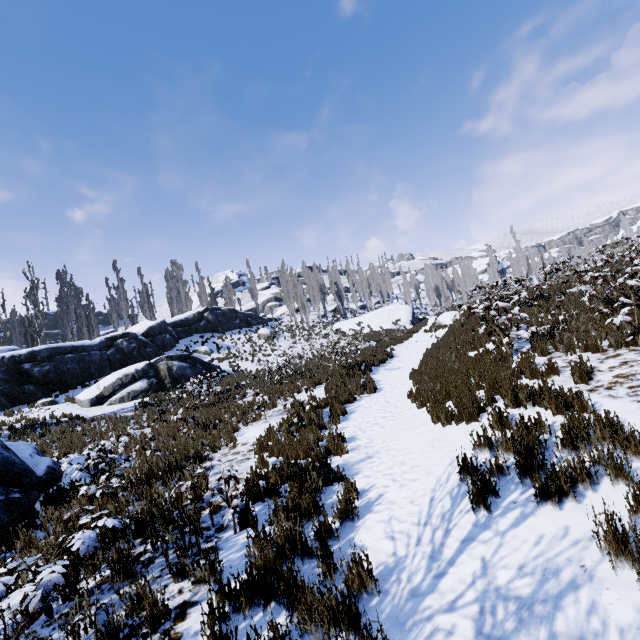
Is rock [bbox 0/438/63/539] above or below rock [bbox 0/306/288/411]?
below

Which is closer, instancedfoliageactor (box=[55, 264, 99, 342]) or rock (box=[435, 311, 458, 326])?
rock (box=[435, 311, 458, 326])

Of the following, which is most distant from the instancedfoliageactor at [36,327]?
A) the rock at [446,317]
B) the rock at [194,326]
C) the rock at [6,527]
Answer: the rock at [446,317]

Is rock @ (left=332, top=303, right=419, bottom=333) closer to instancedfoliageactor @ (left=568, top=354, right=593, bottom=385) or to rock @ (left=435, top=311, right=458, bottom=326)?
instancedfoliageactor @ (left=568, top=354, right=593, bottom=385)

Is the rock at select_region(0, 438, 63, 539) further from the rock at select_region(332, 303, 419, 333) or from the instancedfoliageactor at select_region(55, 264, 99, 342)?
the rock at select_region(332, 303, 419, 333)

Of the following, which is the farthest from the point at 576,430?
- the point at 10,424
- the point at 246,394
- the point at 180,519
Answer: the point at 10,424

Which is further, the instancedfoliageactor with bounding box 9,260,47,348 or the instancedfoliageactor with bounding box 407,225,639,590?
the instancedfoliageactor with bounding box 9,260,47,348

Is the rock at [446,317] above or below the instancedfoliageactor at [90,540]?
above
